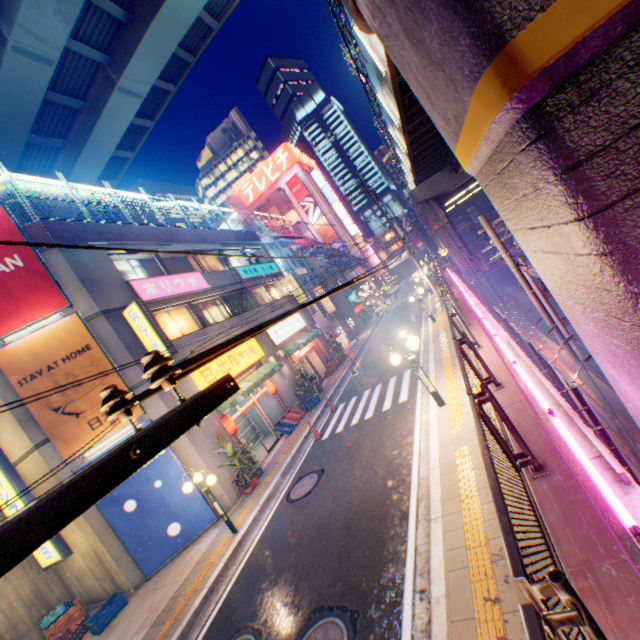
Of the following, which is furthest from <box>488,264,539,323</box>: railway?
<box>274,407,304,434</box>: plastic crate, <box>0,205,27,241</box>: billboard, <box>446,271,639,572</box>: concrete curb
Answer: <box>0,205,27,241</box>: billboard

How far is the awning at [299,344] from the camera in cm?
2061

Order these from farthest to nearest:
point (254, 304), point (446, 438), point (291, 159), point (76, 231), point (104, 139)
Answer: point (291, 159)
point (104, 139)
point (254, 304)
point (76, 231)
point (446, 438)

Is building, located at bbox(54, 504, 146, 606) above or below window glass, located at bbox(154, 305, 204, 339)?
below

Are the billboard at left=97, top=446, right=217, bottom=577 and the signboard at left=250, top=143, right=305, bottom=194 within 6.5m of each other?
no

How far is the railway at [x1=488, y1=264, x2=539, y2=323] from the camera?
31.35m

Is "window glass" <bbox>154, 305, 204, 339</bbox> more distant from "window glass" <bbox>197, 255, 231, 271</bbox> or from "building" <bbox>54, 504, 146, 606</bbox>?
"building" <bbox>54, 504, 146, 606</bbox>

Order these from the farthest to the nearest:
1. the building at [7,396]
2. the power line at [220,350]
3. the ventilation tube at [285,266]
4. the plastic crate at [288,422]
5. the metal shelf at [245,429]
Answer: the ventilation tube at [285,266] → the metal shelf at [245,429] → the plastic crate at [288,422] → the building at [7,396] → the power line at [220,350]
